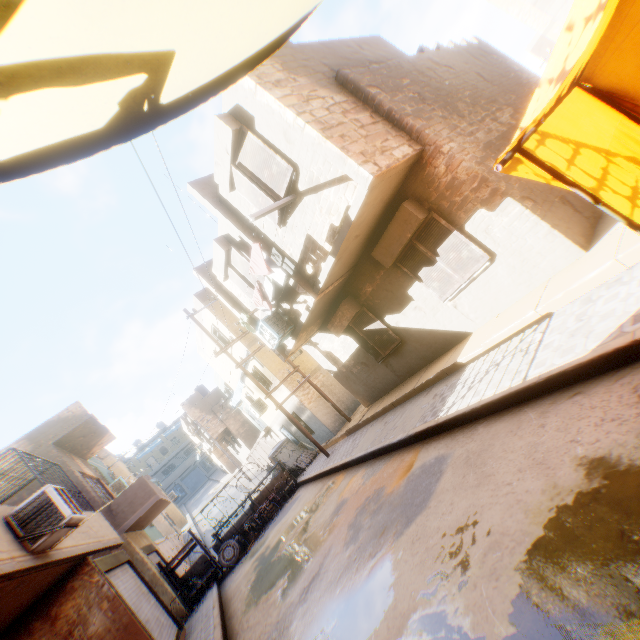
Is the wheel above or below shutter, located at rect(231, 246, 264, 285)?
below

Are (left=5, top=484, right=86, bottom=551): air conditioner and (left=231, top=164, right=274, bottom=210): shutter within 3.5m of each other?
no

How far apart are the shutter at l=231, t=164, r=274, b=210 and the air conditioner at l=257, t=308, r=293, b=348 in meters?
3.0

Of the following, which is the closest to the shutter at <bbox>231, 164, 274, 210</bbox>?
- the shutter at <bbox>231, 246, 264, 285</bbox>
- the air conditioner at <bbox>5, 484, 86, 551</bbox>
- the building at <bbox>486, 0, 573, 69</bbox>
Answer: the building at <bbox>486, 0, 573, 69</bbox>

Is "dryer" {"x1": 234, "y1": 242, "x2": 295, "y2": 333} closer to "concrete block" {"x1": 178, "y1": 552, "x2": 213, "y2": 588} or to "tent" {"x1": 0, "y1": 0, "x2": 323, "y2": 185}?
"tent" {"x1": 0, "y1": 0, "x2": 323, "y2": 185}

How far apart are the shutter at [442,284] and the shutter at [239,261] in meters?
3.8

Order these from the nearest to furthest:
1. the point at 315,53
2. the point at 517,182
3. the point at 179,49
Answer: the point at 179,49 → the point at 517,182 → the point at 315,53

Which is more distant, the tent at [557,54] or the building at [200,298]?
the building at [200,298]
